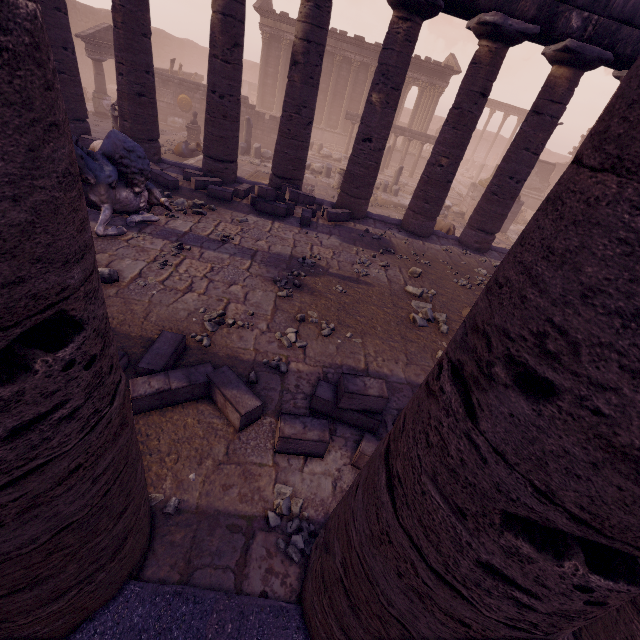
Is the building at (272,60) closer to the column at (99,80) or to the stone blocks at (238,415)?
the column at (99,80)

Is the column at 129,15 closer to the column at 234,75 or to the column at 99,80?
the column at 234,75

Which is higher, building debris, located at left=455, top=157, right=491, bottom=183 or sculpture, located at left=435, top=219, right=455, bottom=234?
sculpture, located at left=435, top=219, right=455, bottom=234

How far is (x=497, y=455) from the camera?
0.9 meters

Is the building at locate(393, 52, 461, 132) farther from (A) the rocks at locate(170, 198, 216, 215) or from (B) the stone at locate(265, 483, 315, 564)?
(B) the stone at locate(265, 483, 315, 564)

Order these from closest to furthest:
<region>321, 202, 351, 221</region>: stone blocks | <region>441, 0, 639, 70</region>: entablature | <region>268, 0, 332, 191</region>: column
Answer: <region>441, 0, 639, 70</region>: entablature < <region>268, 0, 332, 191</region>: column < <region>321, 202, 351, 221</region>: stone blocks

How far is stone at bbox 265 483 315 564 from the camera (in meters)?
2.69

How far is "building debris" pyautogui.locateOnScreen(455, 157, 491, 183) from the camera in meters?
32.6
